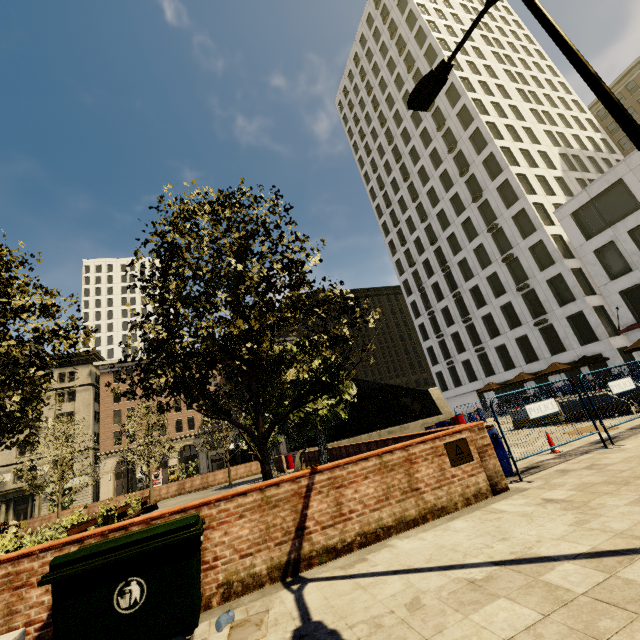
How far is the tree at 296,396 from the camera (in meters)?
6.14

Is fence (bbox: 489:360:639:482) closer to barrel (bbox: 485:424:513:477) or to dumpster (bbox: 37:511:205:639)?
barrel (bbox: 485:424:513:477)

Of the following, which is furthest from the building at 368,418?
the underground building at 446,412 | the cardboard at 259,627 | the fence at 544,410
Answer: the underground building at 446,412

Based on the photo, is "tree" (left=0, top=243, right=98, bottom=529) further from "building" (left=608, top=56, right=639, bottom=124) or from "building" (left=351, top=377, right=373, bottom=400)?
"building" (left=608, top=56, right=639, bottom=124)

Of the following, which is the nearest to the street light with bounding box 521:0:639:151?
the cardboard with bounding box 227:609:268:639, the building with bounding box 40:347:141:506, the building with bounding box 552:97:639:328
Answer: the cardboard with bounding box 227:609:268:639

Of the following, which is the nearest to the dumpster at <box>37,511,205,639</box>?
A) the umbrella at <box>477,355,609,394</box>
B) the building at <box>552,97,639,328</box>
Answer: A: the umbrella at <box>477,355,609,394</box>

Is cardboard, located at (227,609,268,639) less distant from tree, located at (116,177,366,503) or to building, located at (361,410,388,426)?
tree, located at (116,177,366,503)

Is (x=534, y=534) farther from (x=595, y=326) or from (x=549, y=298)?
(x=549, y=298)
